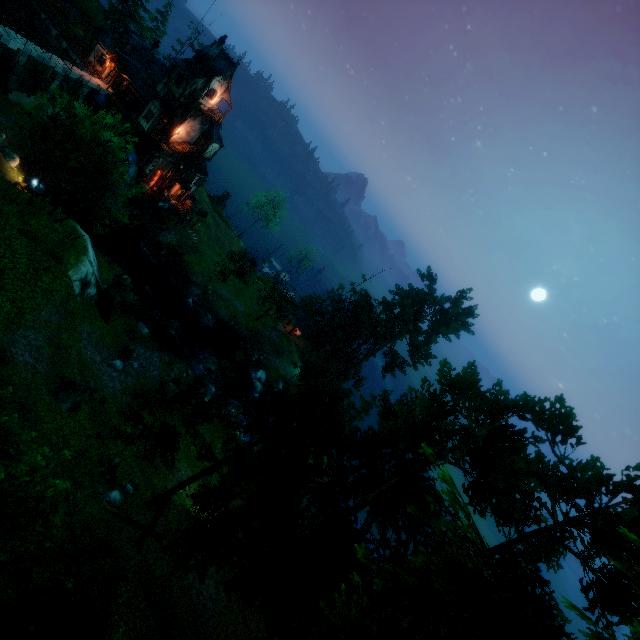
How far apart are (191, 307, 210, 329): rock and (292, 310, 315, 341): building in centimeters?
1360cm

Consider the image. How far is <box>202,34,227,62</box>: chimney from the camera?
37.03m

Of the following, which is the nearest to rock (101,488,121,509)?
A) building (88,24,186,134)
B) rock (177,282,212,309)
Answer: rock (177,282,212,309)

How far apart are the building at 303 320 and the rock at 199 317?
13.60m

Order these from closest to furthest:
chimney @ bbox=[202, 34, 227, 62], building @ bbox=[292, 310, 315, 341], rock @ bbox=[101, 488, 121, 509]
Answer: rock @ bbox=[101, 488, 121, 509], chimney @ bbox=[202, 34, 227, 62], building @ bbox=[292, 310, 315, 341]

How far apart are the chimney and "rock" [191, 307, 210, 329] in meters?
29.1

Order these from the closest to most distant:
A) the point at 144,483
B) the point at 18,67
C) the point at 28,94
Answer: the point at 144,483 < the point at 18,67 < the point at 28,94

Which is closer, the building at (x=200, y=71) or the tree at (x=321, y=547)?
the tree at (x=321, y=547)
